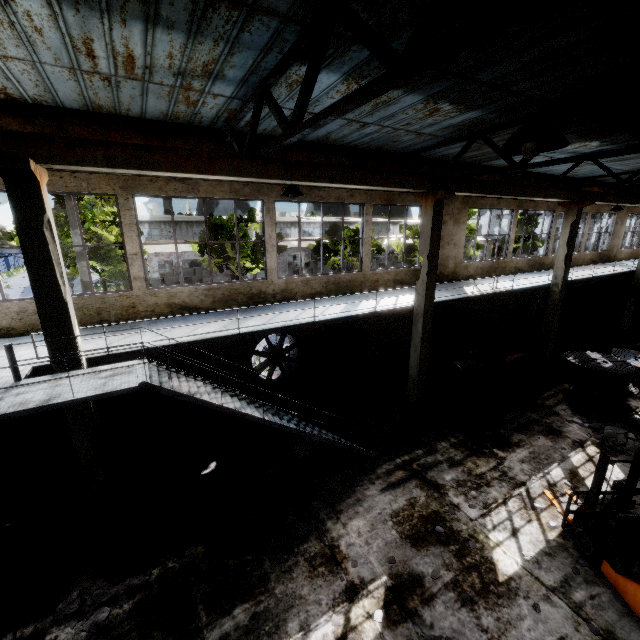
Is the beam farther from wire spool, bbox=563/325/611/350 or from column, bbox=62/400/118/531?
wire spool, bbox=563/325/611/350

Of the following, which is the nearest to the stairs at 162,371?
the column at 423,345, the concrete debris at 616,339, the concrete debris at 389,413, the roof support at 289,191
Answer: the concrete debris at 389,413

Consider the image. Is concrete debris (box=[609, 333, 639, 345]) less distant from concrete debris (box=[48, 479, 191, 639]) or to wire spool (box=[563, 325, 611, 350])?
wire spool (box=[563, 325, 611, 350])

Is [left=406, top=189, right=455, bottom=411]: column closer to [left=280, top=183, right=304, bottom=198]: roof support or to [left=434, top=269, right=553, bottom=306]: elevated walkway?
[left=434, top=269, right=553, bottom=306]: elevated walkway

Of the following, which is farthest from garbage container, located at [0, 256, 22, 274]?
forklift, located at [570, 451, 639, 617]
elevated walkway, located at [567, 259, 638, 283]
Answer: forklift, located at [570, 451, 639, 617]

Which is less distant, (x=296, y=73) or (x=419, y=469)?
(x=296, y=73)

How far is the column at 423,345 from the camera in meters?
10.1

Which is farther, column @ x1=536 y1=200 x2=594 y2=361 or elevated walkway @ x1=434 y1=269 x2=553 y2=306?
column @ x1=536 y1=200 x2=594 y2=361
